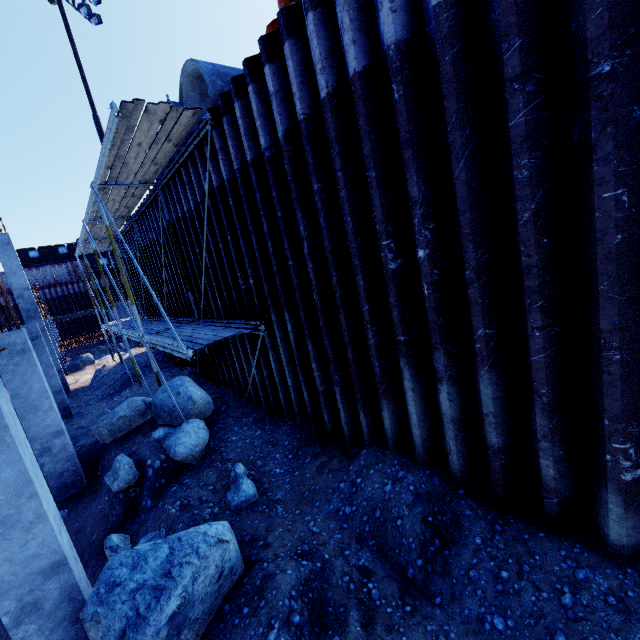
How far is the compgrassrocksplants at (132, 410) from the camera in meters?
6.8 m

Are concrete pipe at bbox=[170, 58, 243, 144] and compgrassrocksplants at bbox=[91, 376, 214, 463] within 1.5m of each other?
no

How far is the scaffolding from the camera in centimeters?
565cm

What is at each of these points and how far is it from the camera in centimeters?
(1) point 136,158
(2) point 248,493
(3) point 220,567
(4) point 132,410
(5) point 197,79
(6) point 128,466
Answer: (1) scaffolding, 699cm
(2) compgrassrocksplants, 533cm
(3) compgrassrocksplants, 373cm
(4) compgrassrocksplants, 838cm
(5) concrete pipe, 757cm
(6) compgrassrocksplants, 675cm

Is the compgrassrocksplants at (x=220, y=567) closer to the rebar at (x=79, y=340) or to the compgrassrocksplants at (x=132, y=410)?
the compgrassrocksplants at (x=132, y=410)

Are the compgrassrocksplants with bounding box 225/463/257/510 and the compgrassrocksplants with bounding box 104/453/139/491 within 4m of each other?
yes

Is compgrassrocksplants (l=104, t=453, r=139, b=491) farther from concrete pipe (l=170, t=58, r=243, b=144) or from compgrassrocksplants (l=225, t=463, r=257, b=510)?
concrete pipe (l=170, t=58, r=243, b=144)

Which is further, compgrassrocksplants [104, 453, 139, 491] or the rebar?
the rebar
